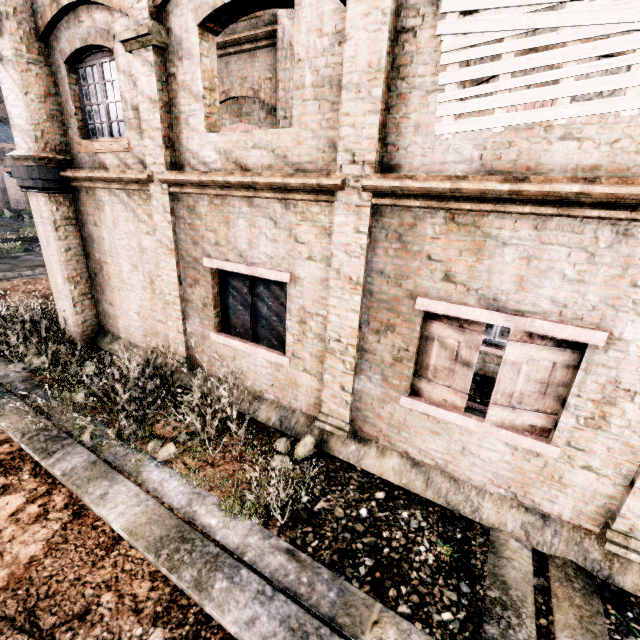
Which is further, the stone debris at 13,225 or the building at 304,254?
the stone debris at 13,225

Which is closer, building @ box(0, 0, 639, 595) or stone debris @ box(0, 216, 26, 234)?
building @ box(0, 0, 639, 595)

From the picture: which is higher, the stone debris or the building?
the building

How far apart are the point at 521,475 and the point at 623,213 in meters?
3.7

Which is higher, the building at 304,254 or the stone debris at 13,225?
the building at 304,254
